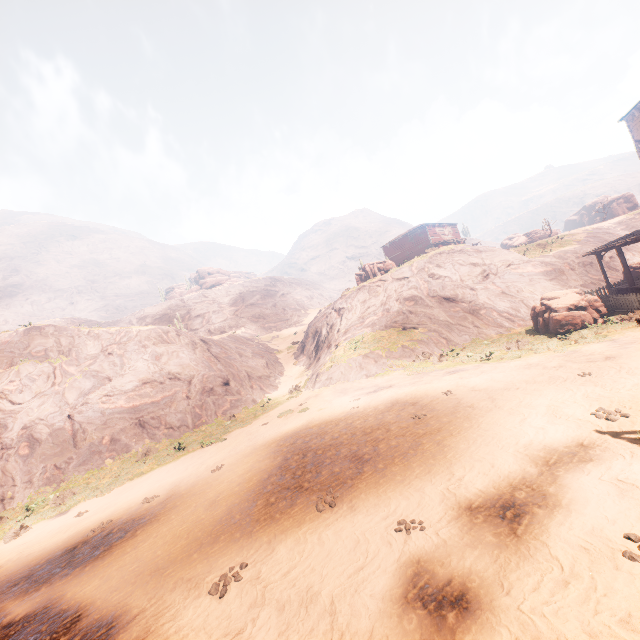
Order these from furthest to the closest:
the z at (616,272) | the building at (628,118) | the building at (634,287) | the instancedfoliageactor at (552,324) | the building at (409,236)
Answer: the building at (409,236) < the z at (616,272) < the building at (628,118) < the building at (634,287) < the instancedfoliageactor at (552,324)

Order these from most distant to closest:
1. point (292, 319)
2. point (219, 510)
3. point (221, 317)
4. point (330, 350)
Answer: point (221, 317) < point (292, 319) < point (330, 350) < point (219, 510)

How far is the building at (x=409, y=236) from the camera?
45.2m

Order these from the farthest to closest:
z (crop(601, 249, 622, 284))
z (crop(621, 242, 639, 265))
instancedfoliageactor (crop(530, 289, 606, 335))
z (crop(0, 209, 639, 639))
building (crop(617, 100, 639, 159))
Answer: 1. z (crop(621, 242, 639, 265))
2. z (crop(601, 249, 622, 284))
3. building (crop(617, 100, 639, 159))
4. instancedfoliageactor (crop(530, 289, 606, 335))
5. z (crop(0, 209, 639, 639))

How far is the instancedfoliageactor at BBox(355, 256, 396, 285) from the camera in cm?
3562

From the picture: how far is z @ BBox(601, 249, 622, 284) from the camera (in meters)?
27.69

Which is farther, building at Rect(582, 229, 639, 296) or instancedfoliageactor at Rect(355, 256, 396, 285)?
instancedfoliageactor at Rect(355, 256, 396, 285)

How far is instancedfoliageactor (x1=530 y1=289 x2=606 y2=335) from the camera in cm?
1609
